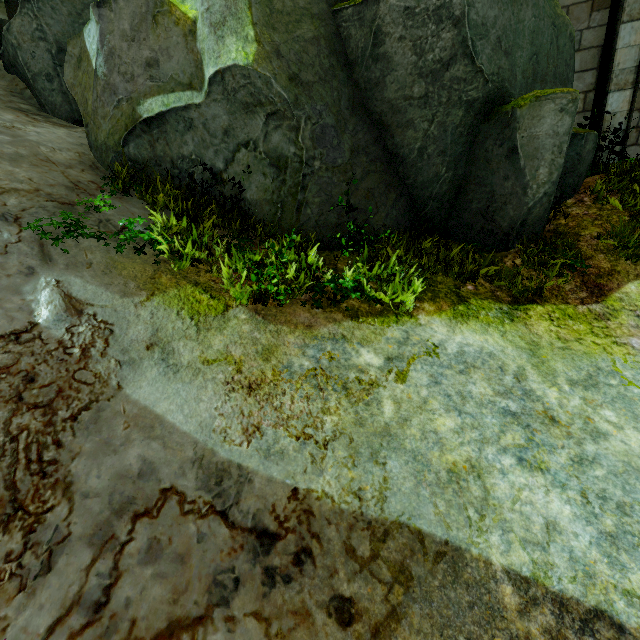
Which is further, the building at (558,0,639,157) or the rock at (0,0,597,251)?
the building at (558,0,639,157)

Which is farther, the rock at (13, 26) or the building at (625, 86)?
the building at (625, 86)

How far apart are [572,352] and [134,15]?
8.03m
